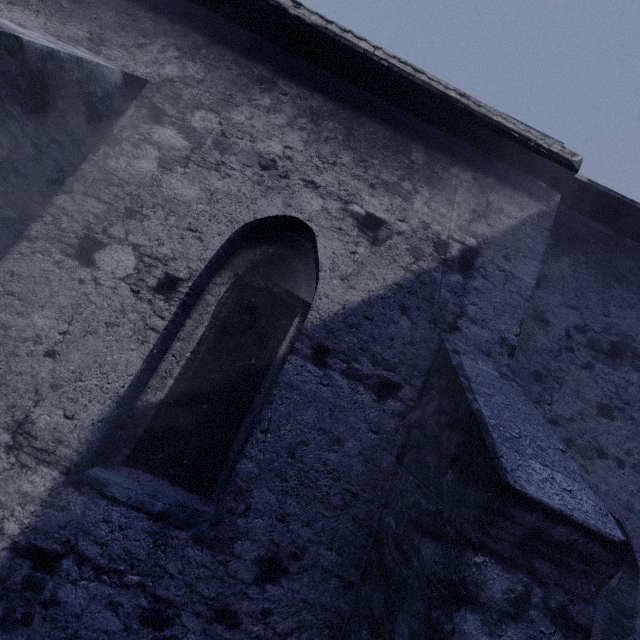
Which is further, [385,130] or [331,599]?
[385,130]
